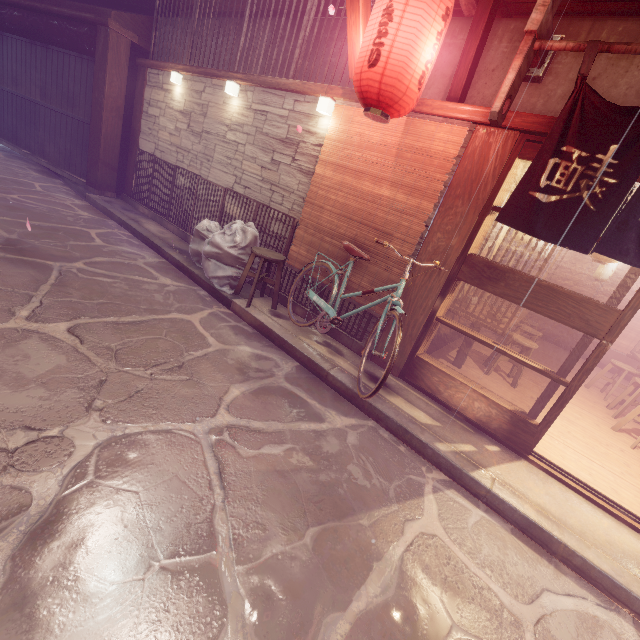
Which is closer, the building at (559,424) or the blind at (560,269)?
the building at (559,424)

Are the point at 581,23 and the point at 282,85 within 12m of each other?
yes

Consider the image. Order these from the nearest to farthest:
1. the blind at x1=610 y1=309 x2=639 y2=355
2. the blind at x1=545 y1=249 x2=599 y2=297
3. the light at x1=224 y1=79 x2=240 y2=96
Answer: the light at x1=224 y1=79 x2=240 y2=96, the blind at x1=610 y1=309 x2=639 y2=355, the blind at x1=545 y1=249 x2=599 y2=297

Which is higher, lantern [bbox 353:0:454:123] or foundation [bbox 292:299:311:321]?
lantern [bbox 353:0:454:123]

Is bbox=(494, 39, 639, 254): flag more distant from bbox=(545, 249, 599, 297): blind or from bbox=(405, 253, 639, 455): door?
bbox=(545, 249, 599, 297): blind

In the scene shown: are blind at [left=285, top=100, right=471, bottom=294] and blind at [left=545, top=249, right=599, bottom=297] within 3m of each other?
no

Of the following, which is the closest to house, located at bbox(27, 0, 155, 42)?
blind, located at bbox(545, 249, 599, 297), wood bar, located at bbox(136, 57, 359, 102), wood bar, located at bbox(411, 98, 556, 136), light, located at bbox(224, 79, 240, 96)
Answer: wood bar, located at bbox(136, 57, 359, 102)

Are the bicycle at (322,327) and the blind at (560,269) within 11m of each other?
no
